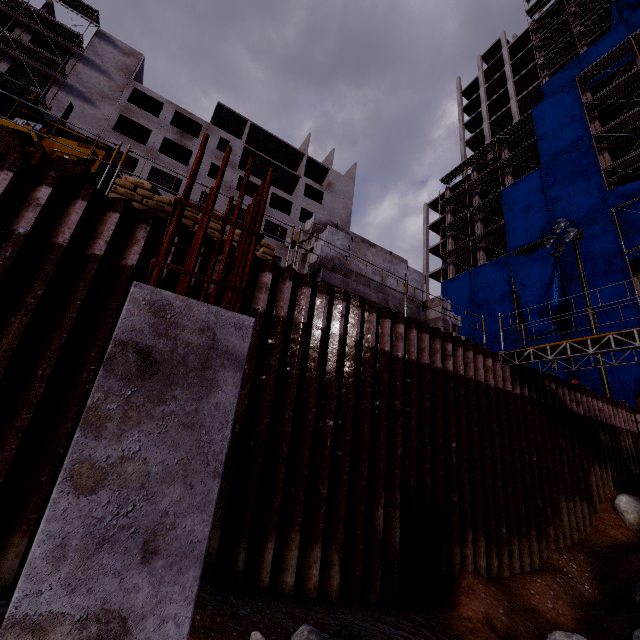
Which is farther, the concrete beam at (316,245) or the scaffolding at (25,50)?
the scaffolding at (25,50)

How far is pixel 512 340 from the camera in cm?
2838

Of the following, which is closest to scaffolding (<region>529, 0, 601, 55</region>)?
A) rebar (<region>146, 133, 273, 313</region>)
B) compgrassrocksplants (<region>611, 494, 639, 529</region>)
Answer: compgrassrocksplants (<region>611, 494, 639, 529</region>)

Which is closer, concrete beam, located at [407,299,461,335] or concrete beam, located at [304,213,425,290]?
concrete beam, located at [304,213,425,290]

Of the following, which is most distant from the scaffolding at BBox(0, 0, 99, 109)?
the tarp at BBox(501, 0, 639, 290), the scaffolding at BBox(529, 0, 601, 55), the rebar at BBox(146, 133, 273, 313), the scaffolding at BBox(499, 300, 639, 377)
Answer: the scaffolding at BBox(529, 0, 601, 55)

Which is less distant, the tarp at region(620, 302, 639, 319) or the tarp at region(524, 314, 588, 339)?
the tarp at region(620, 302, 639, 319)

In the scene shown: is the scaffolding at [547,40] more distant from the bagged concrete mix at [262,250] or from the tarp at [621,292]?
the bagged concrete mix at [262,250]

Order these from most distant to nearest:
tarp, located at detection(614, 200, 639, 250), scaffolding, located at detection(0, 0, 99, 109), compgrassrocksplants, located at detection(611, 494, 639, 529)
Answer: scaffolding, located at detection(0, 0, 99, 109), tarp, located at detection(614, 200, 639, 250), compgrassrocksplants, located at detection(611, 494, 639, 529)
